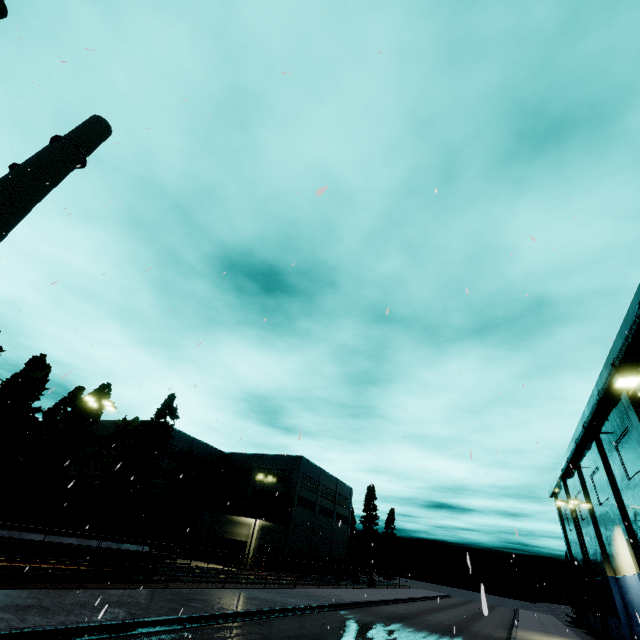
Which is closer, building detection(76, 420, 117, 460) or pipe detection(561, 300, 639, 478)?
pipe detection(561, 300, 639, 478)

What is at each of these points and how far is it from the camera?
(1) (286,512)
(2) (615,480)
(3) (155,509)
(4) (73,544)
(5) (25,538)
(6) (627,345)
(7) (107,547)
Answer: (1) building, 47.7m
(2) building, 25.2m
(3) cargo container, 19.9m
(4) flatcar, 15.7m
(5) flatcar, 14.2m
(6) pipe, 16.5m
(7) flatcar, 17.0m

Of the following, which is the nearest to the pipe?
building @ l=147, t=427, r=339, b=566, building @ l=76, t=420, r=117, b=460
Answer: building @ l=147, t=427, r=339, b=566

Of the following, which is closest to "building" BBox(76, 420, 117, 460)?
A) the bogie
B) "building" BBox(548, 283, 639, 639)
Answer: the bogie

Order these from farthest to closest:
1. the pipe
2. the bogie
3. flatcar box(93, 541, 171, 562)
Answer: the bogie < flatcar box(93, 541, 171, 562) < the pipe

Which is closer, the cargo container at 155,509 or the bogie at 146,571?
the cargo container at 155,509

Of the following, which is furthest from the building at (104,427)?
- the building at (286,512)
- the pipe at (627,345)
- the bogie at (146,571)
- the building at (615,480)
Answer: the building at (615,480)

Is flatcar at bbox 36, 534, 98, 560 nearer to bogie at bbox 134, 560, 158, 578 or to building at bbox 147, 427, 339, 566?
bogie at bbox 134, 560, 158, 578
